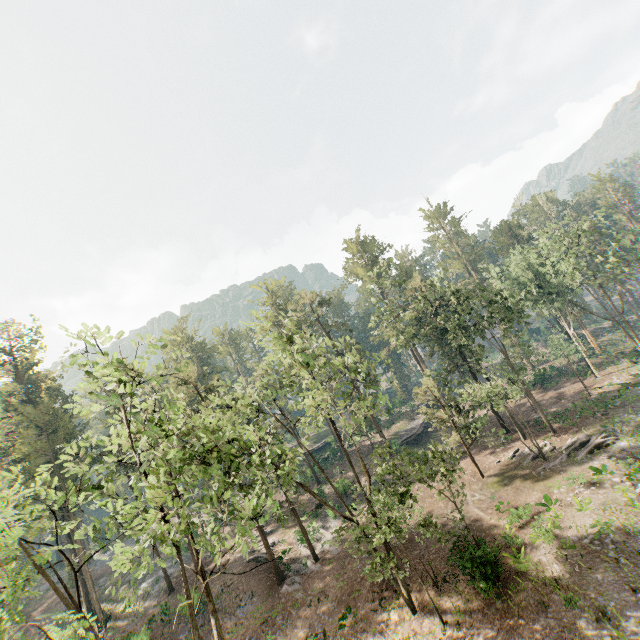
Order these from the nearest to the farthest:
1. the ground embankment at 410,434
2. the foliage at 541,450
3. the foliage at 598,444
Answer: the foliage at 598,444
the foliage at 541,450
the ground embankment at 410,434

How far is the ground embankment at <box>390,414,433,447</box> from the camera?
46.34m

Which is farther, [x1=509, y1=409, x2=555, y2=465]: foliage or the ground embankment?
the ground embankment

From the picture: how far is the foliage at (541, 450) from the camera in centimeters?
2778cm

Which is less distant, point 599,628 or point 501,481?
point 599,628

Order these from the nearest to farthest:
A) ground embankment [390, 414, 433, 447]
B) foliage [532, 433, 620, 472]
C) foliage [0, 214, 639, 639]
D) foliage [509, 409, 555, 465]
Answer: foliage [0, 214, 639, 639]
foliage [532, 433, 620, 472]
foliage [509, 409, 555, 465]
ground embankment [390, 414, 433, 447]

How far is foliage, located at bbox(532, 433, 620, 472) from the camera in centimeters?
2541cm

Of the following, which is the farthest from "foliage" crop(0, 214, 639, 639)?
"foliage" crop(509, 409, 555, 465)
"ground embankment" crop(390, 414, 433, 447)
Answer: "ground embankment" crop(390, 414, 433, 447)
